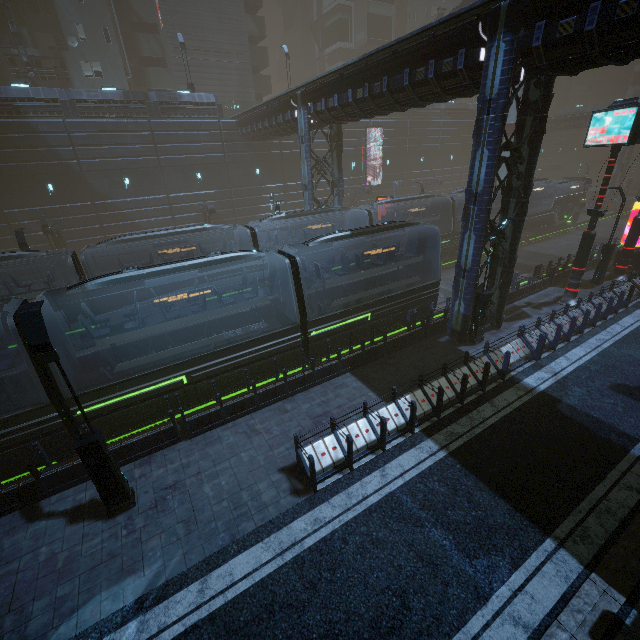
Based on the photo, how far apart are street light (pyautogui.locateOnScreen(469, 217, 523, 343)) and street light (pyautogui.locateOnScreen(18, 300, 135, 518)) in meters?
14.0 m

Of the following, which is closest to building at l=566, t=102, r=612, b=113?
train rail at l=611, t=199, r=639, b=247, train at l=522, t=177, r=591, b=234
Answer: train rail at l=611, t=199, r=639, b=247

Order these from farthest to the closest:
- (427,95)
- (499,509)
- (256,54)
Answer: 1. (256,54)
2. (427,95)
3. (499,509)

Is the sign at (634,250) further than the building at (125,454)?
Yes

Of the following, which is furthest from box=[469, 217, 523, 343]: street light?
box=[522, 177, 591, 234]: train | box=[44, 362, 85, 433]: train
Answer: box=[44, 362, 85, 433]: train

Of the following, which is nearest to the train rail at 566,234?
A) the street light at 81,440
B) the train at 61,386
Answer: the train at 61,386

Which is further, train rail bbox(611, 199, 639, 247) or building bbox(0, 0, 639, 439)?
train rail bbox(611, 199, 639, 247)

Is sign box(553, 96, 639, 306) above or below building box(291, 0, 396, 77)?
Answer: below
